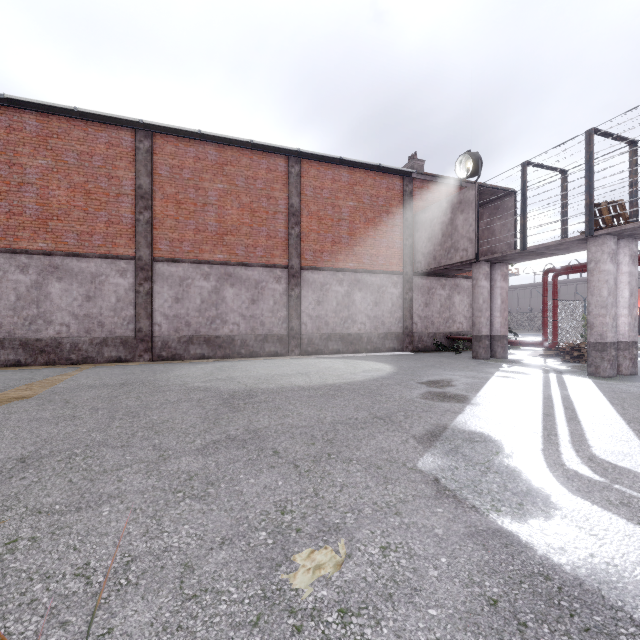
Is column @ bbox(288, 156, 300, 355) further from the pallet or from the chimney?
the pallet

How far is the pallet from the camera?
11.9m

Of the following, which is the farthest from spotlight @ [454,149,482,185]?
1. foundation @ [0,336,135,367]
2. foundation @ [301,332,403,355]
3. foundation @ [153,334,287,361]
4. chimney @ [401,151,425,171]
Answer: foundation @ [0,336,135,367]

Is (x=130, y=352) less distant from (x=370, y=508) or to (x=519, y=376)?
(x=370, y=508)

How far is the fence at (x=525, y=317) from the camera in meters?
50.3 m

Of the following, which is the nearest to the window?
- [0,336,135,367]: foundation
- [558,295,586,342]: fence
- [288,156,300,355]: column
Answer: [288,156,300,355]: column

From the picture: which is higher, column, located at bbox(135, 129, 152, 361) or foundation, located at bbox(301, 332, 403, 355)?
column, located at bbox(135, 129, 152, 361)

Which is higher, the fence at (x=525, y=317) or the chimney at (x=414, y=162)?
the chimney at (x=414, y=162)
